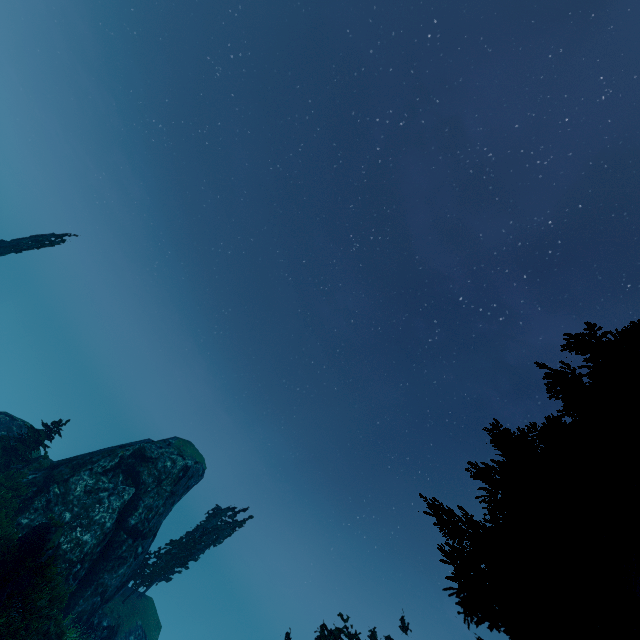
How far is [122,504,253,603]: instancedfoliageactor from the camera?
26.7m

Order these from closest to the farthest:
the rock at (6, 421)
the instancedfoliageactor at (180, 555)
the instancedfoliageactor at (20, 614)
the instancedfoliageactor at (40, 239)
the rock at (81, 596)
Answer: the instancedfoliageactor at (20, 614) → the rock at (81, 596) → the rock at (6, 421) → the instancedfoliageactor at (40, 239) → the instancedfoliageactor at (180, 555)

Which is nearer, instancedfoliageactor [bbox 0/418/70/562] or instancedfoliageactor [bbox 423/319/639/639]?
instancedfoliageactor [bbox 423/319/639/639]

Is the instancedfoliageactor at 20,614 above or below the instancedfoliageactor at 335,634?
below

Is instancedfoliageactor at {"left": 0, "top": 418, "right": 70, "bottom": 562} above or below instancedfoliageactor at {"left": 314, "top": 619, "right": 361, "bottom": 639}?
below

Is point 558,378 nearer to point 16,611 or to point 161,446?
point 16,611

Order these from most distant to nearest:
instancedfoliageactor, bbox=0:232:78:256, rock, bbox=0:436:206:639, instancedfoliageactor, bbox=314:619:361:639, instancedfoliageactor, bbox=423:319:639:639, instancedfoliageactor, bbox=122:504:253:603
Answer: instancedfoliageactor, bbox=122:504:253:603, instancedfoliageactor, bbox=0:232:78:256, rock, bbox=0:436:206:639, instancedfoliageactor, bbox=314:619:361:639, instancedfoliageactor, bbox=423:319:639:639
